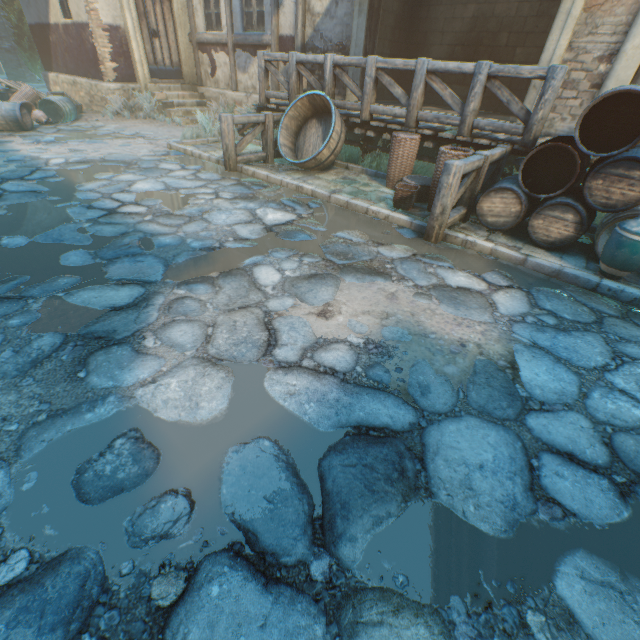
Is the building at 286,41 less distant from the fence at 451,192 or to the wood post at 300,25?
the wood post at 300,25

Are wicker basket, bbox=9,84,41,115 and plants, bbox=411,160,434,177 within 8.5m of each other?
no

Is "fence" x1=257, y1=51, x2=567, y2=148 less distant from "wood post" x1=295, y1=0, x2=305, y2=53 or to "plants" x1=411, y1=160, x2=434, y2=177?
"plants" x1=411, y1=160, x2=434, y2=177

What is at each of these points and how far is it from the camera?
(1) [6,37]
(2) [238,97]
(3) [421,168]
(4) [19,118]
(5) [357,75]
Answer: (1) building, 17.3 meters
(2) building, 10.7 meters
(3) plants, 6.8 meters
(4) barrel, 7.9 meters
(5) building, 8.0 meters

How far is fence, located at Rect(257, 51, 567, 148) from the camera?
4.62m

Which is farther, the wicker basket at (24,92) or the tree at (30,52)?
the tree at (30,52)

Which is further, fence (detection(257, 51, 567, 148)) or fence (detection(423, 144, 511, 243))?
fence (detection(257, 51, 567, 148))

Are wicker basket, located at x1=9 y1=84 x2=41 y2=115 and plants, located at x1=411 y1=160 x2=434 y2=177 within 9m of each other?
no
